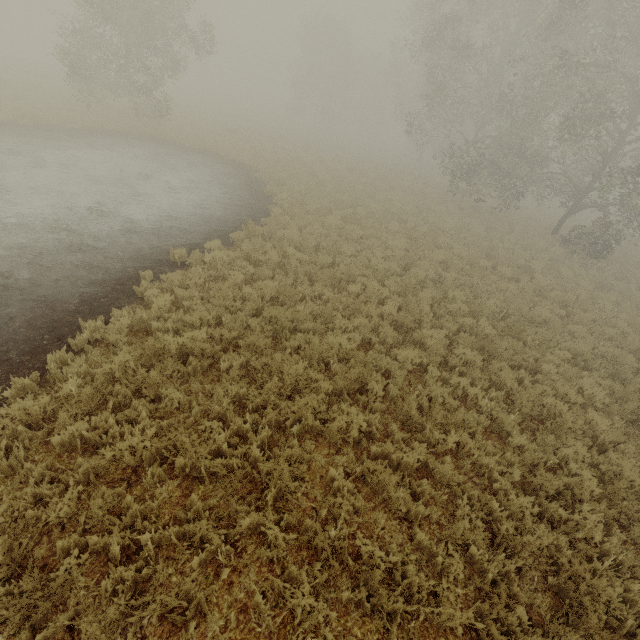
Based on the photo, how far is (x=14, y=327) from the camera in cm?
608
